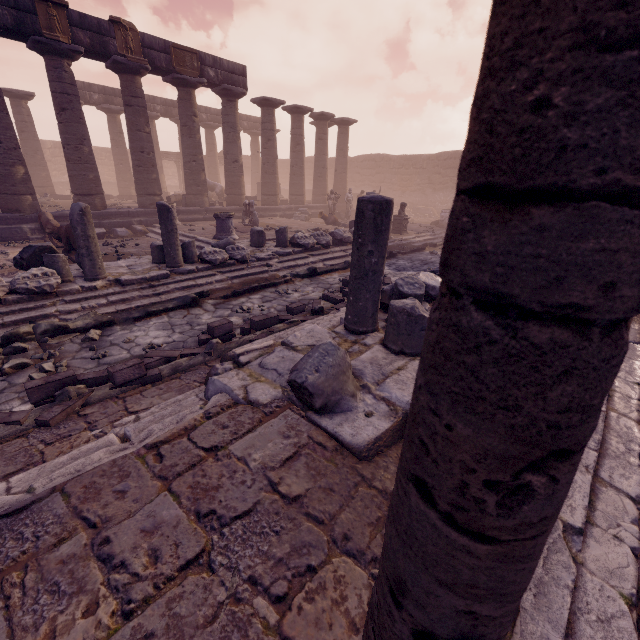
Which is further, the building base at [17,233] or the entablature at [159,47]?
the entablature at [159,47]

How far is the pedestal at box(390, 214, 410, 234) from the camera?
15.27m

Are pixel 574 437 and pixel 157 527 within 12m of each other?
yes

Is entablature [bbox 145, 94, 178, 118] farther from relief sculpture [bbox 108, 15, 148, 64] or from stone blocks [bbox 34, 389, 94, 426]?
stone blocks [bbox 34, 389, 94, 426]

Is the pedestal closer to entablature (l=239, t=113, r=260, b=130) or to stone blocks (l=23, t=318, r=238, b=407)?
entablature (l=239, t=113, r=260, b=130)

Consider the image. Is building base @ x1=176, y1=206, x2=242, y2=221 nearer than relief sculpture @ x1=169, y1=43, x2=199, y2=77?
No

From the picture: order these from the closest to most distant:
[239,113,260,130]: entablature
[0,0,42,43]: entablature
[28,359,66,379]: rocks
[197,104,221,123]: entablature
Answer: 1. [28,359,66,379]: rocks
2. [0,0,42,43]: entablature
3. [197,104,221,123]: entablature
4. [239,113,260,130]: entablature

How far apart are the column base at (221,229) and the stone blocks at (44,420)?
7.8 meters
